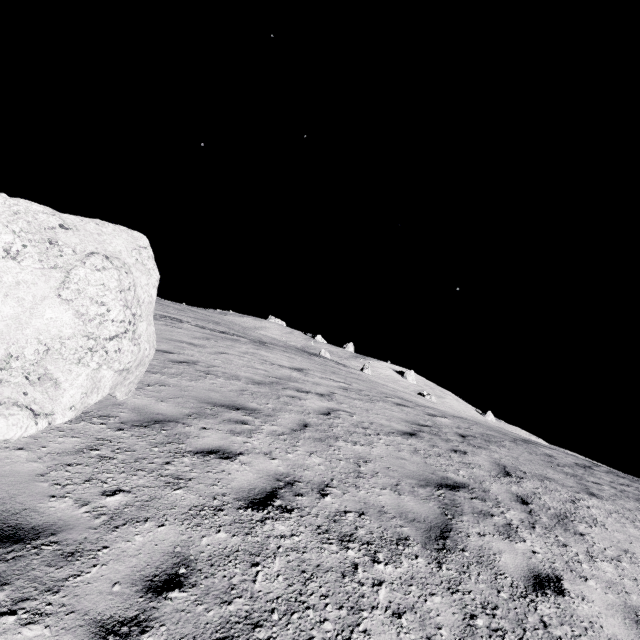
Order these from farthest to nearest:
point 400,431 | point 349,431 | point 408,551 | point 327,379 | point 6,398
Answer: point 327,379 < point 400,431 < point 349,431 < point 408,551 < point 6,398
